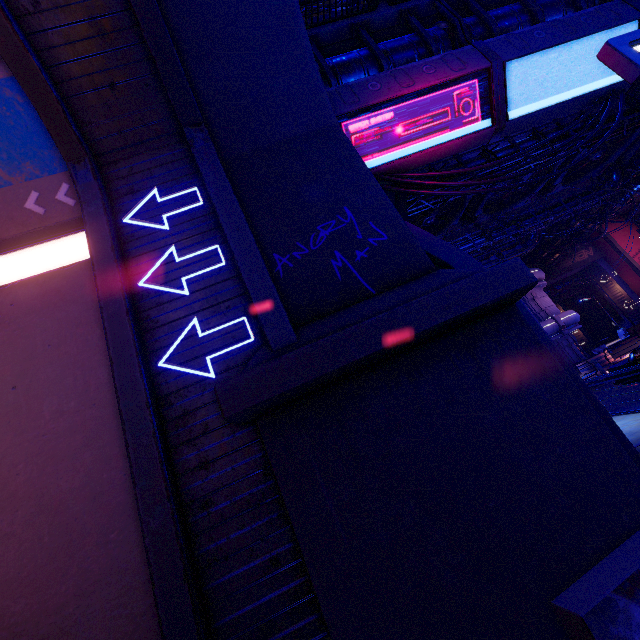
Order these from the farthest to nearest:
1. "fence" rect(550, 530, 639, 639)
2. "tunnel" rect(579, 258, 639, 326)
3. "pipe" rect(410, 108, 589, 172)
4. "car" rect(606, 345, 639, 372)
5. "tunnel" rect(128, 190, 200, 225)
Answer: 1. "tunnel" rect(579, 258, 639, 326)
2. "pipe" rect(410, 108, 589, 172)
3. "car" rect(606, 345, 639, 372)
4. "tunnel" rect(128, 190, 200, 225)
5. "fence" rect(550, 530, 639, 639)

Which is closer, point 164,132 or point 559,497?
point 559,497

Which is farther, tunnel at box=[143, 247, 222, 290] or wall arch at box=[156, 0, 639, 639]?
tunnel at box=[143, 247, 222, 290]

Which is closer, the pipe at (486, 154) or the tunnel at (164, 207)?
the tunnel at (164, 207)

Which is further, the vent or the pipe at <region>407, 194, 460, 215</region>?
the vent

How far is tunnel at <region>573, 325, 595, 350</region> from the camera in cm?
4406

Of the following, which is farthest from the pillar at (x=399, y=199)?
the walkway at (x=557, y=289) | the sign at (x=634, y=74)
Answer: the walkway at (x=557, y=289)

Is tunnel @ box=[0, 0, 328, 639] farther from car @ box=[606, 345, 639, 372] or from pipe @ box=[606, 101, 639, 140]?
car @ box=[606, 345, 639, 372]
